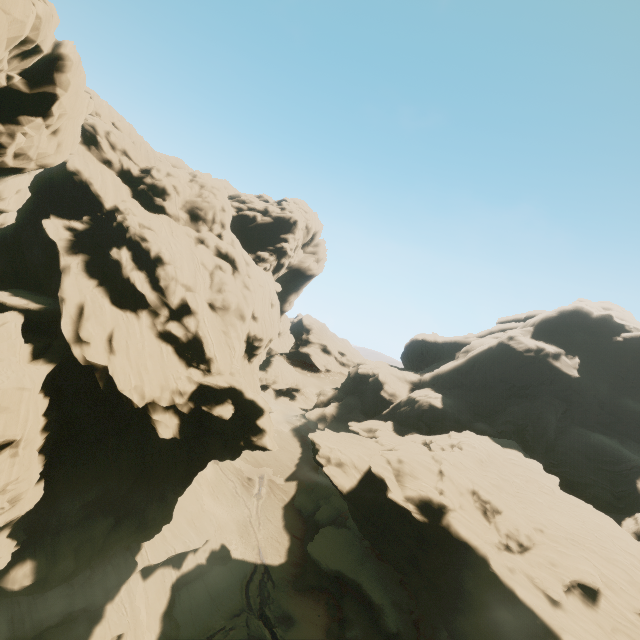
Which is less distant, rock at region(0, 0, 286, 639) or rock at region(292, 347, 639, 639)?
rock at region(0, 0, 286, 639)

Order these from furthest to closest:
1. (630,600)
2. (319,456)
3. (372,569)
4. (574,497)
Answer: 1. (574,497)
2. (319,456)
3. (372,569)
4. (630,600)

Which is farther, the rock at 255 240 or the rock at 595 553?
the rock at 595 553
